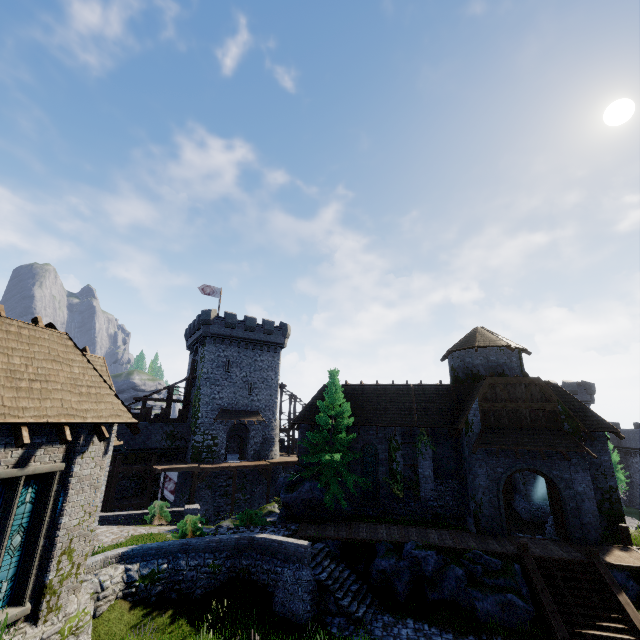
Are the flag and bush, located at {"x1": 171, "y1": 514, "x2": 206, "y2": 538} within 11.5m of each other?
no

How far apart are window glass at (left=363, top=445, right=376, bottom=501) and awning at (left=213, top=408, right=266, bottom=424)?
17.19m

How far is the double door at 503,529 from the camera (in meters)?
17.81

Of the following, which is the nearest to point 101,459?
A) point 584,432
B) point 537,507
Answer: point 584,432

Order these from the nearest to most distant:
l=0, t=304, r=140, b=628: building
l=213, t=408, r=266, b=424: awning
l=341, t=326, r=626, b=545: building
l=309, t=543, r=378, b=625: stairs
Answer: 1. l=0, t=304, r=140, b=628: building
2. l=309, t=543, r=378, b=625: stairs
3. l=341, t=326, r=626, b=545: building
4. l=213, t=408, r=266, b=424: awning

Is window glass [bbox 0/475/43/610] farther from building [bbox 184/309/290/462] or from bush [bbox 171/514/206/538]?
building [bbox 184/309/290/462]

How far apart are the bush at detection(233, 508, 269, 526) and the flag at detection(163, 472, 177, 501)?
12.0m

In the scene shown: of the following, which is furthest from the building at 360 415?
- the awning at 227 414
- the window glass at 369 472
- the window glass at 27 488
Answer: the window glass at 27 488
